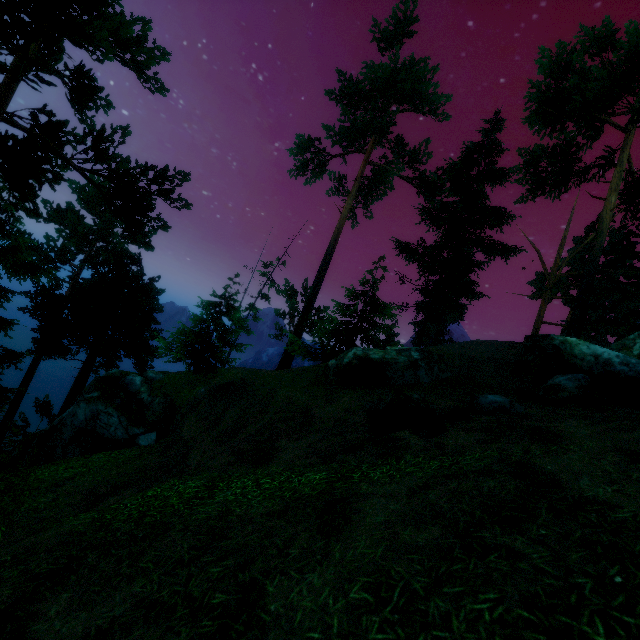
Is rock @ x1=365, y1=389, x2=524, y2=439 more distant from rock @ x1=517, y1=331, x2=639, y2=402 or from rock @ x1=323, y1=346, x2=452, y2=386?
rock @ x1=517, y1=331, x2=639, y2=402

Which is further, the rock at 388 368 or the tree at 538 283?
the tree at 538 283

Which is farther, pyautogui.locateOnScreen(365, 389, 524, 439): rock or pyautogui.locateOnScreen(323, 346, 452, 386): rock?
pyautogui.locateOnScreen(323, 346, 452, 386): rock

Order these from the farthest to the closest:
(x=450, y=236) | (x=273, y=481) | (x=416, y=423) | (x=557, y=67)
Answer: (x=450, y=236) → (x=557, y=67) → (x=416, y=423) → (x=273, y=481)

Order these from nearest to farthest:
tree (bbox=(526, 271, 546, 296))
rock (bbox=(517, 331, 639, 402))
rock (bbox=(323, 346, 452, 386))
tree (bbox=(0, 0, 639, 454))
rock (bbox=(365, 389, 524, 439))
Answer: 1. rock (bbox=(365, 389, 524, 439))
2. rock (bbox=(517, 331, 639, 402))
3. tree (bbox=(0, 0, 639, 454))
4. rock (bbox=(323, 346, 452, 386))
5. tree (bbox=(526, 271, 546, 296))

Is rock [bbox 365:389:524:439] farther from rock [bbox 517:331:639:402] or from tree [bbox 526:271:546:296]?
tree [bbox 526:271:546:296]

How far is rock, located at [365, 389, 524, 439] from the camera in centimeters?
645cm

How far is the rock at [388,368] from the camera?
14.1m
